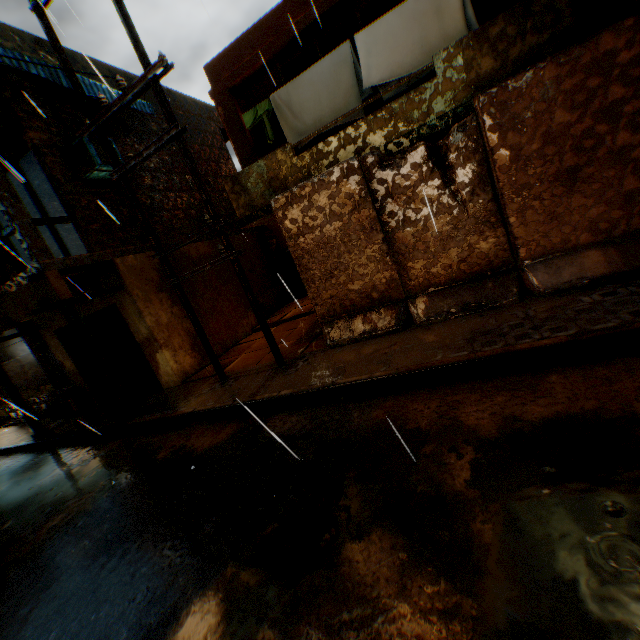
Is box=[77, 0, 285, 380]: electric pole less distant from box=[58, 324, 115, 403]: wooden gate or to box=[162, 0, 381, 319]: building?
box=[162, 0, 381, 319]: building

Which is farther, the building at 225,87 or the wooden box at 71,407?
the wooden box at 71,407

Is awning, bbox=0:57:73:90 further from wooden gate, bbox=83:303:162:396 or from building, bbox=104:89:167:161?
wooden gate, bbox=83:303:162:396

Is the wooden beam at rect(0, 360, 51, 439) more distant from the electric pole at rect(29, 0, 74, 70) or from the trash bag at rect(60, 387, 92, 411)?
the electric pole at rect(29, 0, 74, 70)

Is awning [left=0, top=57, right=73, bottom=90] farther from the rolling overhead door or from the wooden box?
the wooden box

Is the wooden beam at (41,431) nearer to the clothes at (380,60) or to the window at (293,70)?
the clothes at (380,60)

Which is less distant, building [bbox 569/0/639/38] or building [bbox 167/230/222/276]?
building [bbox 569/0/639/38]

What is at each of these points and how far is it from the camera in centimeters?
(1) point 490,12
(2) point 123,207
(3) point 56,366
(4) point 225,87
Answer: (1) building, 622cm
(2) building, 913cm
(3) rolling overhead door, 1411cm
(4) building, 809cm
